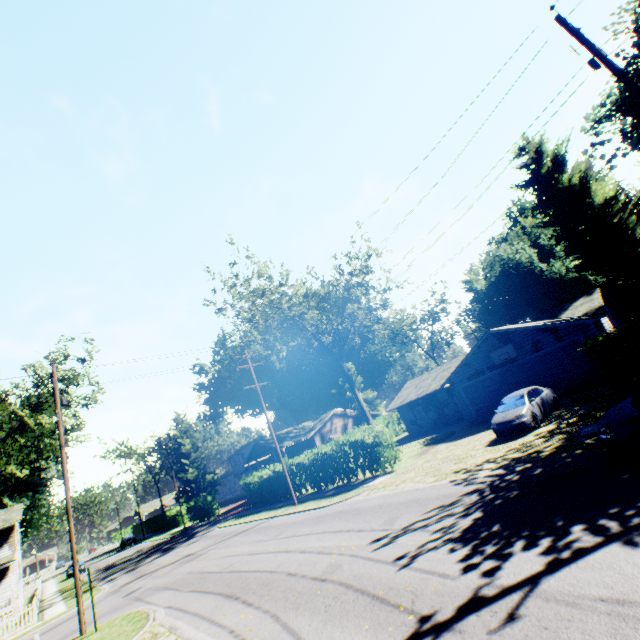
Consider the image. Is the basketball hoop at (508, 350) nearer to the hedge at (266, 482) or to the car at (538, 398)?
the car at (538, 398)

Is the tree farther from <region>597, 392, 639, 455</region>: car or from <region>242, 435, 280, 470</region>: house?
<region>597, 392, 639, 455</region>: car

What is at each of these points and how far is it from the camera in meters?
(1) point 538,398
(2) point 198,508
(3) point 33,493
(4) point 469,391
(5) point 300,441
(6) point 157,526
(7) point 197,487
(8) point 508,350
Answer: (1) car, 16.3
(2) hedge, 43.1
(3) plant, 50.8
(4) garage door, 25.2
(5) house, 45.1
(6) hedge, 57.4
(7) plant, 54.9
(8) basketball hoop, 22.6

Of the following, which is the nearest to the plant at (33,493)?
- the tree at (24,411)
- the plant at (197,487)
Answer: the plant at (197,487)

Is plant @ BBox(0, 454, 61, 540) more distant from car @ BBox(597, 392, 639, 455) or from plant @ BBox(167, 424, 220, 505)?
car @ BBox(597, 392, 639, 455)

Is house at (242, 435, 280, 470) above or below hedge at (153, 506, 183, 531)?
above

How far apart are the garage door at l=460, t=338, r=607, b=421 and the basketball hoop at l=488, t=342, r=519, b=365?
0.5m

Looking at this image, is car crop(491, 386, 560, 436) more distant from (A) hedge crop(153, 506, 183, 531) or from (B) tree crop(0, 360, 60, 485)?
(A) hedge crop(153, 506, 183, 531)
